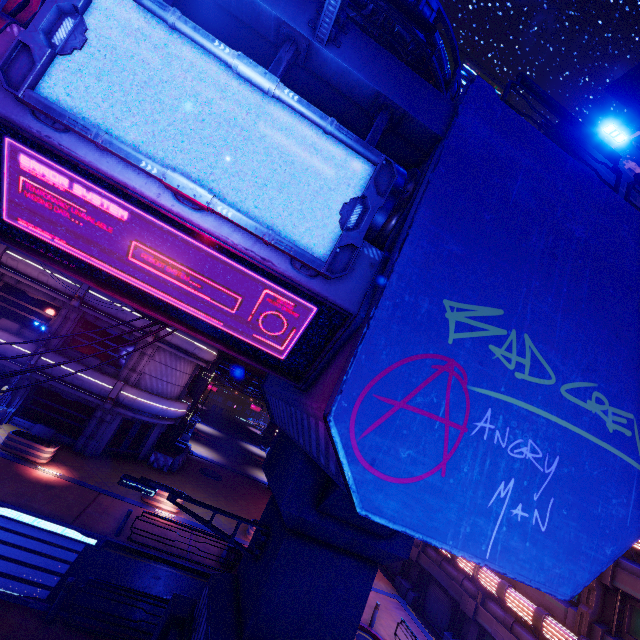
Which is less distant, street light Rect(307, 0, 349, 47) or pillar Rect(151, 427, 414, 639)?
street light Rect(307, 0, 349, 47)

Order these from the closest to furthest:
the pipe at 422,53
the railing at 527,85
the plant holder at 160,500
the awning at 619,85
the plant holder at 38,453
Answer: the railing at 527,85
the awning at 619,85
the pipe at 422,53
the plant holder at 38,453
the plant holder at 160,500

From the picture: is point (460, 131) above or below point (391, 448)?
above

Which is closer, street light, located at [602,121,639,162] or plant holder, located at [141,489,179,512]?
street light, located at [602,121,639,162]

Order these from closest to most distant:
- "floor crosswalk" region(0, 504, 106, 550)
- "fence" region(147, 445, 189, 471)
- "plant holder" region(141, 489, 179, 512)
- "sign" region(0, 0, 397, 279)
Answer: "sign" region(0, 0, 397, 279) → "floor crosswalk" region(0, 504, 106, 550) → "plant holder" region(141, 489, 179, 512) → "fence" region(147, 445, 189, 471)

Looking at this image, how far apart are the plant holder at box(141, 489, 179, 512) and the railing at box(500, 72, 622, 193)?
21.15m

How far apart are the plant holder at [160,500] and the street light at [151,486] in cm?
1353

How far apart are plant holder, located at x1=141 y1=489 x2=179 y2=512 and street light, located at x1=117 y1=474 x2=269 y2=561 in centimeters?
1353cm
